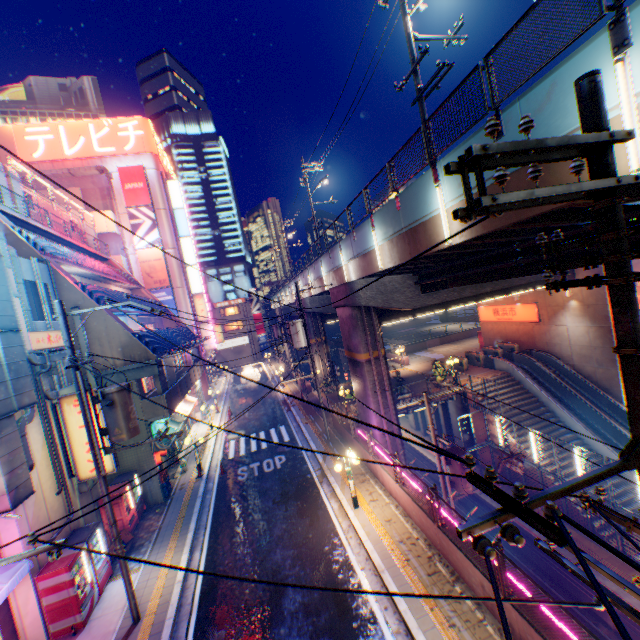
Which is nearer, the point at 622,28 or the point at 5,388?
the point at 622,28

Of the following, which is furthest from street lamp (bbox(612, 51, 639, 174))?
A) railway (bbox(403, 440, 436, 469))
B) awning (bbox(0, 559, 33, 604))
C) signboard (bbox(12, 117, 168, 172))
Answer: signboard (bbox(12, 117, 168, 172))

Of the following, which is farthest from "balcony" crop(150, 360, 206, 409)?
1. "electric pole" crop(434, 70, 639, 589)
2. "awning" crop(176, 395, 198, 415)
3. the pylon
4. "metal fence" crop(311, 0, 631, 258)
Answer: "electric pole" crop(434, 70, 639, 589)

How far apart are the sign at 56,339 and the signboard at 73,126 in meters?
29.9 m

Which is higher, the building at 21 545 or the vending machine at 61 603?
the building at 21 545

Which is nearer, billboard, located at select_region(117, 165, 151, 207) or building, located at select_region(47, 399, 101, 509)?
building, located at select_region(47, 399, 101, 509)

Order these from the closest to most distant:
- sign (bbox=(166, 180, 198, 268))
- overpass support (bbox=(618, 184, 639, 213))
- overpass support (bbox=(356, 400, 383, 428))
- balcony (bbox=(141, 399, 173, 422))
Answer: overpass support (bbox=(618, 184, 639, 213))
balcony (bbox=(141, 399, 173, 422))
overpass support (bbox=(356, 400, 383, 428))
sign (bbox=(166, 180, 198, 268))

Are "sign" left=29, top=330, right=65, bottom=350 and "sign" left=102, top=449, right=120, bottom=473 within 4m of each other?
yes
